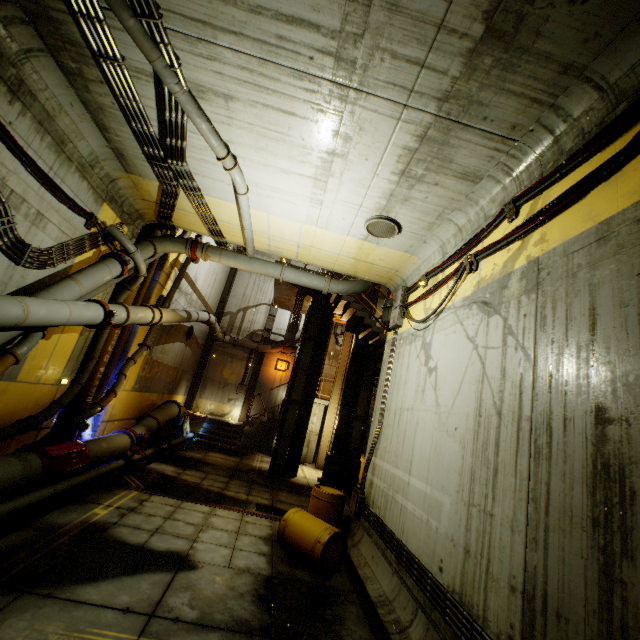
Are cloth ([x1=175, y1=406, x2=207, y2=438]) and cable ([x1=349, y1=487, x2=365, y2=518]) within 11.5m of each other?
yes

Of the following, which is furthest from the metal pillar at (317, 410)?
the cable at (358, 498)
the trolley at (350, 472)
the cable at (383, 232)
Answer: the cable at (383, 232)

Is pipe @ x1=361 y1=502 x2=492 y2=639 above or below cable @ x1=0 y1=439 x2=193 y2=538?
above

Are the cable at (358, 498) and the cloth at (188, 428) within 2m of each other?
no

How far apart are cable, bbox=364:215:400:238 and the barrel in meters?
5.9 m

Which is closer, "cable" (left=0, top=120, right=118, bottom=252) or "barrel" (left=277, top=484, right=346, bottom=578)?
"cable" (left=0, top=120, right=118, bottom=252)

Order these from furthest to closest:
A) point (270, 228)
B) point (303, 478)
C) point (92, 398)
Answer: point (303, 478), point (92, 398), point (270, 228)

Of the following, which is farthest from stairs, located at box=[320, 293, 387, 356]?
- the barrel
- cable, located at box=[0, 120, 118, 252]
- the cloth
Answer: cable, located at box=[0, 120, 118, 252]
